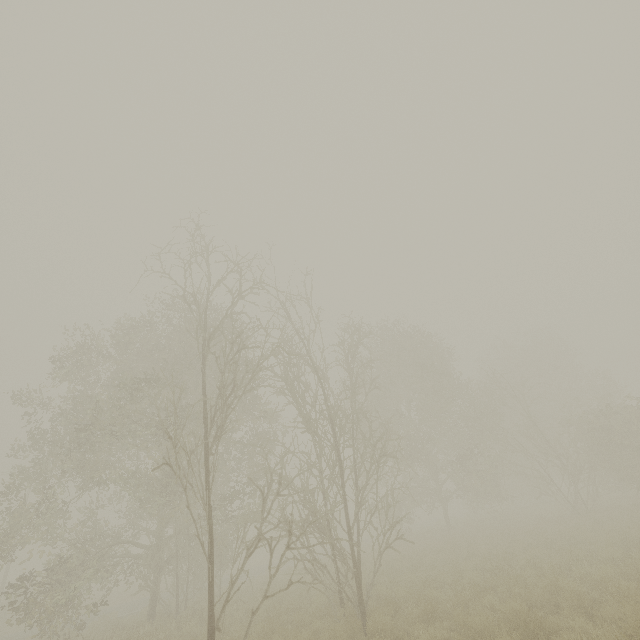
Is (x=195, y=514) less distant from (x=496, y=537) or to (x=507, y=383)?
(x=496, y=537)
